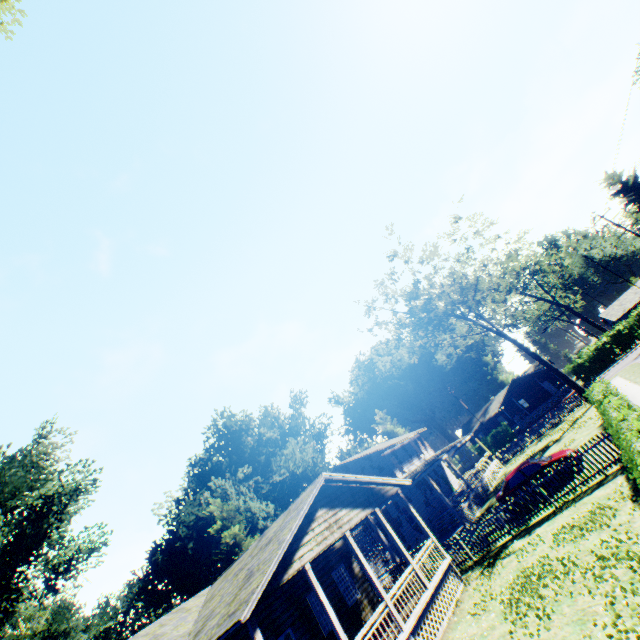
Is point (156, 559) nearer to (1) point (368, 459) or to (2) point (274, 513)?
(2) point (274, 513)

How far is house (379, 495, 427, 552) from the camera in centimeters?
2478cm

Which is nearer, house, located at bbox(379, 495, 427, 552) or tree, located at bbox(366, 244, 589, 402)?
house, located at bbox(379, 495, 427, 552)

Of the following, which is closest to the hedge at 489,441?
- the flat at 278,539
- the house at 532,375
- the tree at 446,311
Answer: the house at 532,375

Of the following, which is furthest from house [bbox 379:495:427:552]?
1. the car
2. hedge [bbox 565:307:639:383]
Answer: hedge [bbox 565:307:639:383]

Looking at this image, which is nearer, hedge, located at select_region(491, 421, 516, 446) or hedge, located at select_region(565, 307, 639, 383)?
hedge, located at select_region(565, 307, 639, 383)

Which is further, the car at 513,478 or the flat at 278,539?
the car at 513,478

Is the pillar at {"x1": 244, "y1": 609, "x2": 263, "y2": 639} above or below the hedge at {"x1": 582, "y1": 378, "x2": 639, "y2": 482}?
above
